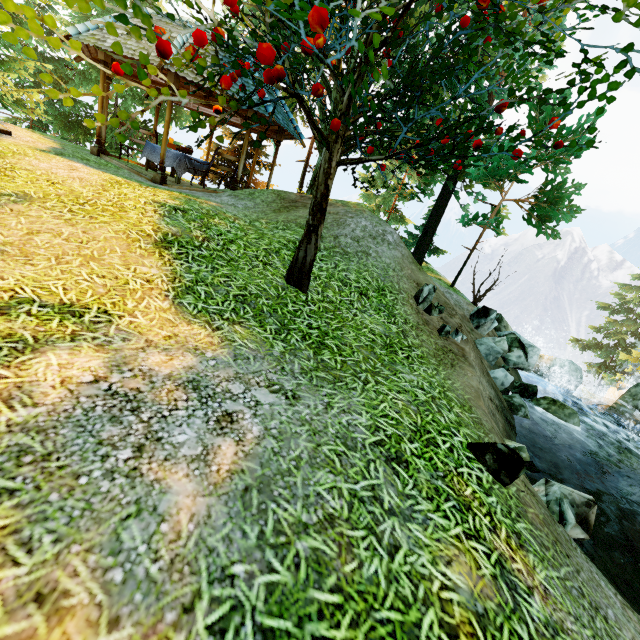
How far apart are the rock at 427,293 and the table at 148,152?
8.7 meters

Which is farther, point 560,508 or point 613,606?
point 560,508

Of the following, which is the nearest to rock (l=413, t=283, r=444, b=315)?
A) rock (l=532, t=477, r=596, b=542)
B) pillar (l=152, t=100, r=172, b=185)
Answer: rock (l=532, t=477, r=596, b=542)

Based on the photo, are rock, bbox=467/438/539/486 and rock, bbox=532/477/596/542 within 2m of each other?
yes

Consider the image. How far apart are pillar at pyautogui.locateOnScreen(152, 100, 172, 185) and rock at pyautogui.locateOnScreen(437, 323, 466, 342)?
8.54m

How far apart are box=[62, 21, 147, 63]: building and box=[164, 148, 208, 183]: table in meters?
2.5

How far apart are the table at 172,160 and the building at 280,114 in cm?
252

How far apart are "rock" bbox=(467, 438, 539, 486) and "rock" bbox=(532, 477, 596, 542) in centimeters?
64cm
